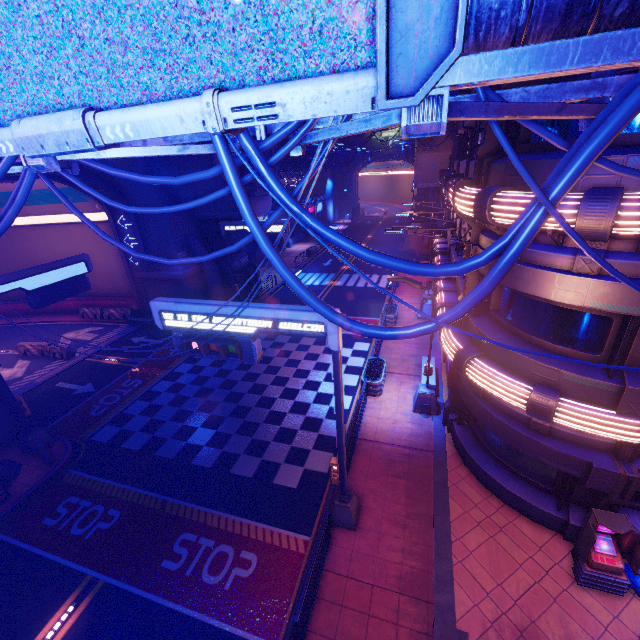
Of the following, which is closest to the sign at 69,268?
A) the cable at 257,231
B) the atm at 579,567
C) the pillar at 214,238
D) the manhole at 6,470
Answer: the manhole at 6,470

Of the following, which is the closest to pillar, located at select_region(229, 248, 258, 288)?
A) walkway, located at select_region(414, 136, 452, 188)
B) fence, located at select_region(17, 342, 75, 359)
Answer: fence, located at select_region(17, 342, 75, 359)

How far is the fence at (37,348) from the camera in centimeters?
2131cm

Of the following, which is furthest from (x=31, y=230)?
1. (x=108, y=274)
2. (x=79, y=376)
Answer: (x=79, y=376)

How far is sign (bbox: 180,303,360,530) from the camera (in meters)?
7.54

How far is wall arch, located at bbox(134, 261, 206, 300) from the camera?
24.1 meters

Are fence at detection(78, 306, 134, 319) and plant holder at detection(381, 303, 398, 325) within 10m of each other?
no

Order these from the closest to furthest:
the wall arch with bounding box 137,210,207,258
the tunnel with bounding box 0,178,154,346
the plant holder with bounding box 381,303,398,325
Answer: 1. the plant holder with bounding box 381,303,398,325
2. the wall arch with bounding box 137,210,207,258
3. the tunnel with bounding box 0,178,154,346
